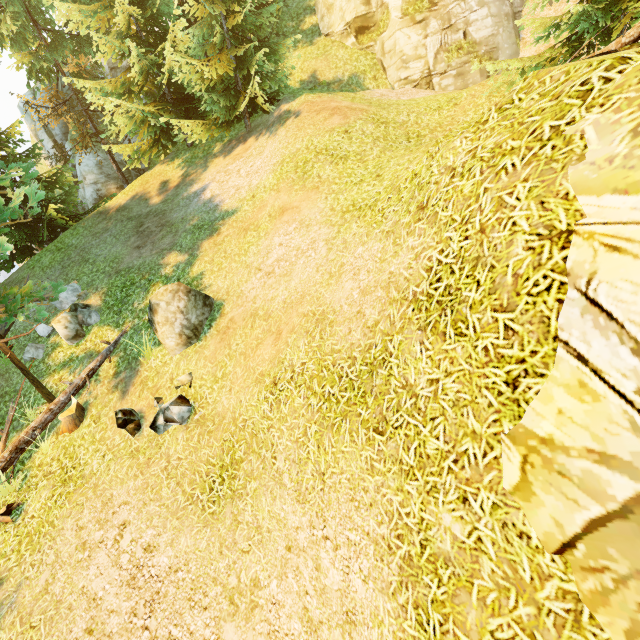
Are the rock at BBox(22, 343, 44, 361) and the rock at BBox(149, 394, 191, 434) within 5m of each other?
no

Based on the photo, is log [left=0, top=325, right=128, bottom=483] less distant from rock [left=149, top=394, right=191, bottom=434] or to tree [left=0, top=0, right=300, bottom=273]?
tree [left=0, top=0, right=300, bottom=273]

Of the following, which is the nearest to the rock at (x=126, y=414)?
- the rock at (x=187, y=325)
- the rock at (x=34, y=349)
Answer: the rock at (x=187, y=325)

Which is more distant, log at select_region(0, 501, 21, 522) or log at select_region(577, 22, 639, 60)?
log at select_region(0, 501, 21, 522)

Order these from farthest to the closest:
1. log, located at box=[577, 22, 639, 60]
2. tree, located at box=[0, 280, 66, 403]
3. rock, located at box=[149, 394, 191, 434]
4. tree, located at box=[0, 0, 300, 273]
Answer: tree, located at box=[0, 0, 300, 273], tree, located at box=[0, 280, 66, 403], rock, located at box=[149, 394, 191, 434], log, located at box=[577, 22, 639, 60]

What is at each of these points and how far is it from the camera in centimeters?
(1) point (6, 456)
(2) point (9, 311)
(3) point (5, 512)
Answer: (1) log, 809cm
(2) tree, 782cm
(3) log, 730cm

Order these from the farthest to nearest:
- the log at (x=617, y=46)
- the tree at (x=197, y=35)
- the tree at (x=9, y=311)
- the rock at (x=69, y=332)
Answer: the tree at (x=197, y=35)
the rock at (x=69, y=332)
the tree at (x=9, y=311)
the log at (x=617, y=46)

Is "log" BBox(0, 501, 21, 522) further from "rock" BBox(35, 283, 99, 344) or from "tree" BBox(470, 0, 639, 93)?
"rock" BBox(35, 283, 99, 344)
